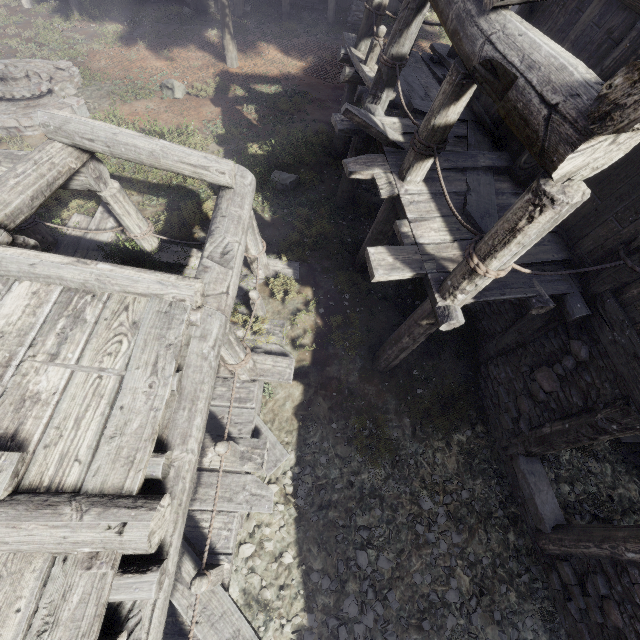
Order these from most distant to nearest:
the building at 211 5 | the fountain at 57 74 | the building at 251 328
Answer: the building at 211 5 < the fountain at 57 74 < the building at 251 328

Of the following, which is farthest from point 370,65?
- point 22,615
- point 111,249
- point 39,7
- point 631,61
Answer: point 39,7

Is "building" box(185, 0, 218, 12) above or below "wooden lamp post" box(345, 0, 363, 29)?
below

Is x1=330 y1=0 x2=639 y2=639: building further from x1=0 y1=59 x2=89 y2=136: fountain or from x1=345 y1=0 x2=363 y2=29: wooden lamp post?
x1=0 y1=59 x2=89 y2=136: fountain

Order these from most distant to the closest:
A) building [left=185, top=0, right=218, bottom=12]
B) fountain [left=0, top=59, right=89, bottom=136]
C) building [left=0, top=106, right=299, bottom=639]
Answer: building [left=185, top=0, right=218, bottom=12], fountain [left=0, top=59, right=89, bottom=136], building [left=0, top=106, right=299, bottom=639]

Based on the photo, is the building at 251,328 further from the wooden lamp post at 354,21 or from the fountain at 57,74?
the fountain at 57,74

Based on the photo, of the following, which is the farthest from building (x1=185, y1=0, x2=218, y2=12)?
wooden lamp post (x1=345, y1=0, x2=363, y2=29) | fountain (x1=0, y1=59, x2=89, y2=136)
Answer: fountain (x1=0, y1=59, x2=89, y2=136)
